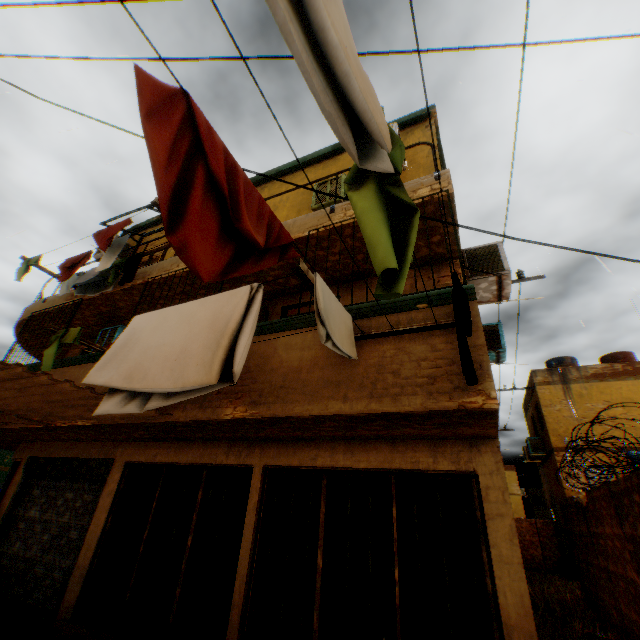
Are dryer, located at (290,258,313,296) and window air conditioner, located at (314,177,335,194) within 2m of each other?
no

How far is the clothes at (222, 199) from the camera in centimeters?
140cm

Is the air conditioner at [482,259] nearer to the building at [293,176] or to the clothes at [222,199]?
the building at [293,176]

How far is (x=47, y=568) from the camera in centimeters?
625cm

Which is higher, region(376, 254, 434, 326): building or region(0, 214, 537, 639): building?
region(376, 254, 434, 326): building

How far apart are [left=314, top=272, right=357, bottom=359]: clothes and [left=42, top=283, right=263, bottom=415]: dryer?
0.34m

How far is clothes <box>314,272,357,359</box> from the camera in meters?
2.6

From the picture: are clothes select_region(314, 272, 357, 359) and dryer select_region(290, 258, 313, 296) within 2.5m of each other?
yes
